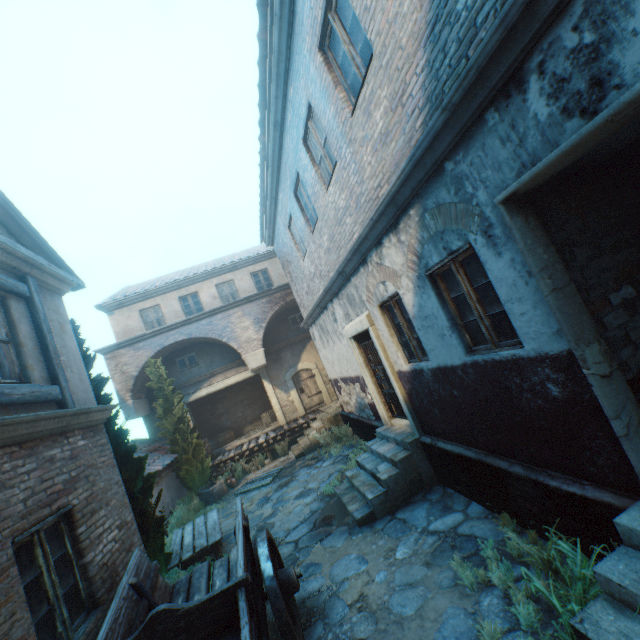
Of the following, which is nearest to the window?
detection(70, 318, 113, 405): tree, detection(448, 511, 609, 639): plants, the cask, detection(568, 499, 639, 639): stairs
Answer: detection(70, 318, 113, 405): tree

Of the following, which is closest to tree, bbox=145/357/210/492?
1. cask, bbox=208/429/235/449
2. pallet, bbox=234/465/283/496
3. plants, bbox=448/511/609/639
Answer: pallet, bbox=234/465/283/496

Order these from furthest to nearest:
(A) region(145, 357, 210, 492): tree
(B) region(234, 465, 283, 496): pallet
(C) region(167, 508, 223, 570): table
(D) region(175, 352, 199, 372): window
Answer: (D) region(175, 352, 199, 372): window, (A) region(145, 357, 210, 492): tree, (B) region(234, 465, 283, 496): pallet, (C) region(167, 508, 223, 570): table

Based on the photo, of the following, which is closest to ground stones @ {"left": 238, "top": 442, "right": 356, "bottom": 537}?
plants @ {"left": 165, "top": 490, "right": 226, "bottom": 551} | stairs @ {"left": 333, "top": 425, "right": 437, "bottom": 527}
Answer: stairs @ {"left": 333, "top": 425, "right": 437, "bottom": 527}

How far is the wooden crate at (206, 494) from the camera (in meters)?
11.69

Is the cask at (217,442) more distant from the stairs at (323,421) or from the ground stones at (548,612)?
the stairs at (323,421)

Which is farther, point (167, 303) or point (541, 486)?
point (167, 303)
